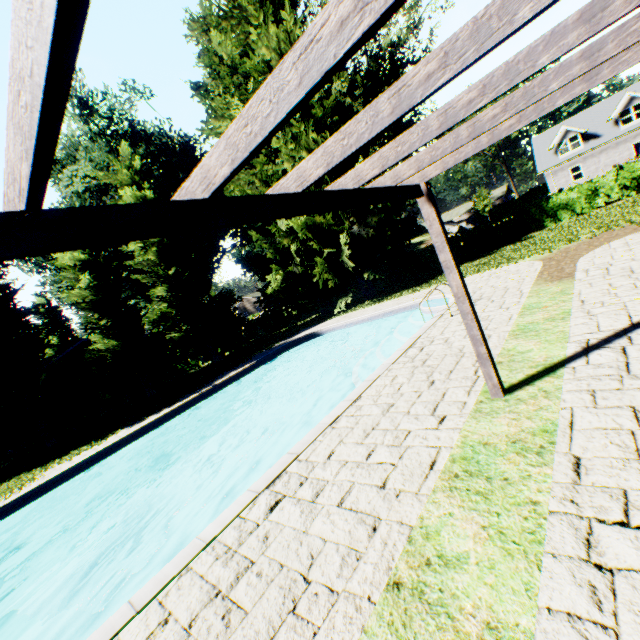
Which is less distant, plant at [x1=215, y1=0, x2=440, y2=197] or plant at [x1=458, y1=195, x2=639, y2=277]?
plant at [x1=458, y1=195, x2=639, y2=277]

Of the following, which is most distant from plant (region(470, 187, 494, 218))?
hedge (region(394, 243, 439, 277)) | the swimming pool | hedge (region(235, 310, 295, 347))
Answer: the swimming pool

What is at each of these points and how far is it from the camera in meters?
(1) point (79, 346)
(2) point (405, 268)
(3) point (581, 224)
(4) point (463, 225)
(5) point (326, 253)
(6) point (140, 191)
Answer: (1) house, 25.7
(2) hedge, 28.8
(3) plant, 16.2
(4) rock, 45.1
(5) plant, 20.9
(6) tree, 23.0

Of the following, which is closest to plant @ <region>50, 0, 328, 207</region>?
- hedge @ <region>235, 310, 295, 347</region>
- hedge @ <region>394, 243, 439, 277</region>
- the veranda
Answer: hedge @ <region>394, 243, 439, 277</region>

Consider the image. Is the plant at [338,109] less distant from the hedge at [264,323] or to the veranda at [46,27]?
the hedge at [264,323]

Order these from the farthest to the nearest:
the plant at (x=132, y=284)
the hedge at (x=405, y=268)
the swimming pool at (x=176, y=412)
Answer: the plant at (x=132, y=284) → the hedge at (x=405, y=268) → the swimming pool at (x=176, y=412)

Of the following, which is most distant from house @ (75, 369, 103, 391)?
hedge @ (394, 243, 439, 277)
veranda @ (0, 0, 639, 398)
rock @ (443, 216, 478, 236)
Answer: rock @ (443, 216, 478, 236)

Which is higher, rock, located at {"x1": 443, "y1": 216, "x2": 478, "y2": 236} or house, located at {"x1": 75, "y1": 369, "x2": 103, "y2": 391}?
house, located at {"x1": 75, "y1": 369, "x2": 103, "y2": 391}
